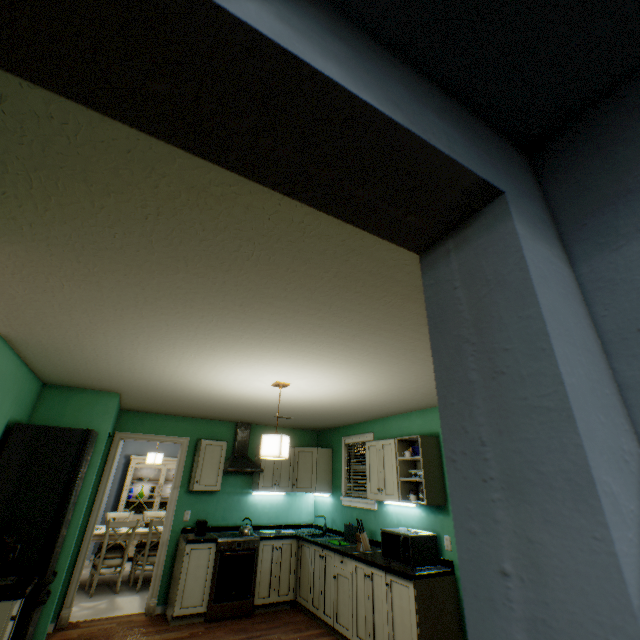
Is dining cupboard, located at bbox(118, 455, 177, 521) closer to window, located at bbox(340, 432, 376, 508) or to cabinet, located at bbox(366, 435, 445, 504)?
window, located at bbox(340, 432, 376, 508)

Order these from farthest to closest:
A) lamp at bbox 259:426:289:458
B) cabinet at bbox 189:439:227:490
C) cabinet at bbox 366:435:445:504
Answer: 1. cabinet at bbox 189:439:227:490
2. cabinet at bbox 366:435:445:504
3. lamp at bbox 259:426:289:458

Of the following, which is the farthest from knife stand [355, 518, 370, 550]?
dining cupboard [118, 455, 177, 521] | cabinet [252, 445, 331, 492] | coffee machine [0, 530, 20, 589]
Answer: dining cupboard [118, 455, 177, 521]

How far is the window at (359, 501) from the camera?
4.50m

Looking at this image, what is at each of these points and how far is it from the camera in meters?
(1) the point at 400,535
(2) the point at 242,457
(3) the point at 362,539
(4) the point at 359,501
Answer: (1) microwave oven, 3.4
(2) cooker hood, 5.3
(3) knife stand, 4.0
(4) window, 4.7

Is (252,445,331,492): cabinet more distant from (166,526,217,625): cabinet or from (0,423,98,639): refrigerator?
(0,423,98,639): refrigerator

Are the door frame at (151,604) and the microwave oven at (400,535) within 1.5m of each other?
no

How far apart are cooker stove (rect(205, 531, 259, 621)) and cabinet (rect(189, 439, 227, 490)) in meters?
0.6
